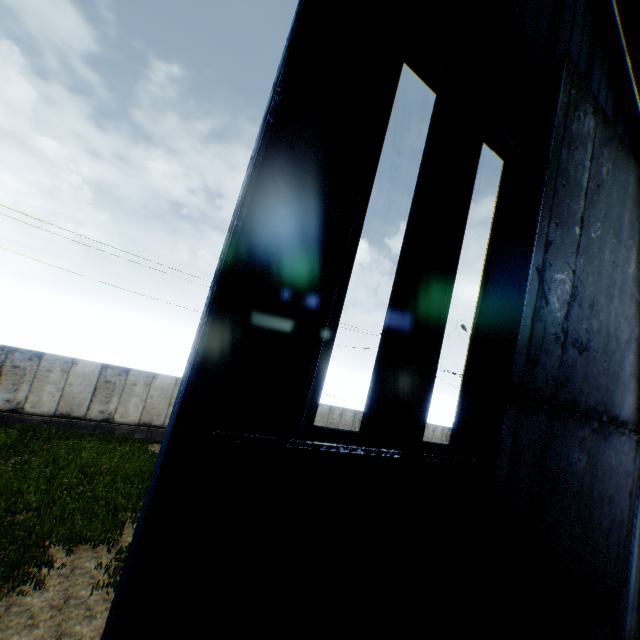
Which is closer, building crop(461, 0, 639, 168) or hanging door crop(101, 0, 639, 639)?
hanging door crop(101, 0, 639, 639)

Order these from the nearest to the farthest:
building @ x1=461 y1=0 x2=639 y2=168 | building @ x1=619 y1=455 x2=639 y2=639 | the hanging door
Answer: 1. the hanging door
2. building @ x1=461 y1=0 x2=639 y2=168
3. building @ x1=619 y1=455 x2=639 y2=639

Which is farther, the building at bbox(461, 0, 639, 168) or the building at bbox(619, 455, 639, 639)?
the building at bbox(619, 455, 639, 639)

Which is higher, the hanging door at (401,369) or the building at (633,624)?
the hanging door at (401,369)

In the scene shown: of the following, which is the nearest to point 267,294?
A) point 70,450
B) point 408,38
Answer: point 408,38

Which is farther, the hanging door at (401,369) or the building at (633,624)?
the building at (633,624)

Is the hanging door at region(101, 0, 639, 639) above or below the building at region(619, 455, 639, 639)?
above
